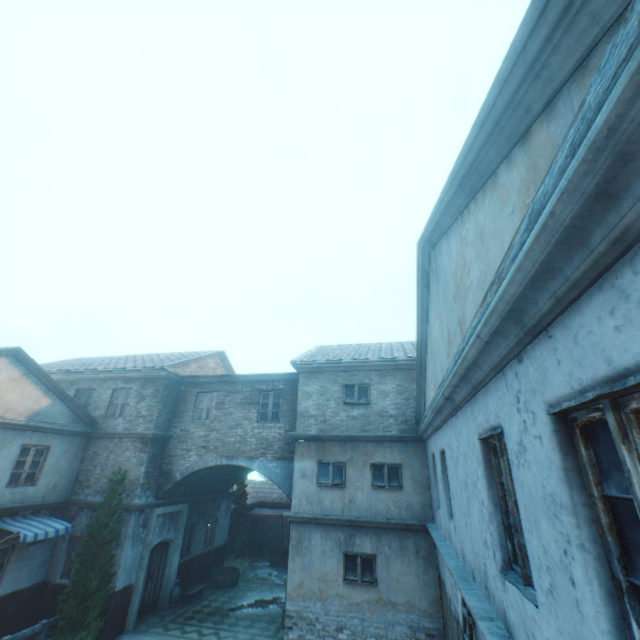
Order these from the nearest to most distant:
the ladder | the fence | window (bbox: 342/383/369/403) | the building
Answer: the building → the ladder → the fence → window (bbox: 342/383/369/403)

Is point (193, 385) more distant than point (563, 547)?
Yes

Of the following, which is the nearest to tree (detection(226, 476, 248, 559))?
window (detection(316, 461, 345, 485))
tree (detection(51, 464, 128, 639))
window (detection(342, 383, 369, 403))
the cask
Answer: the cask

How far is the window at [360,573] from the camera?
9.48m

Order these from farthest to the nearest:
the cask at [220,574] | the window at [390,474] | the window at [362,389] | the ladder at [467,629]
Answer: the cask at [220,574], the window at [362,389], the window at [390,474], the ladder at [467,629]

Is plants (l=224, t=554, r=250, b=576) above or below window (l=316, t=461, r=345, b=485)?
below

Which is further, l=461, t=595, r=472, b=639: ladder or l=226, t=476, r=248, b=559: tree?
l=226, t=476, r=248, b=559: tree

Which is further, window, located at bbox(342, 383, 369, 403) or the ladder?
window, located at bbox(342, 383, 369, 403)
